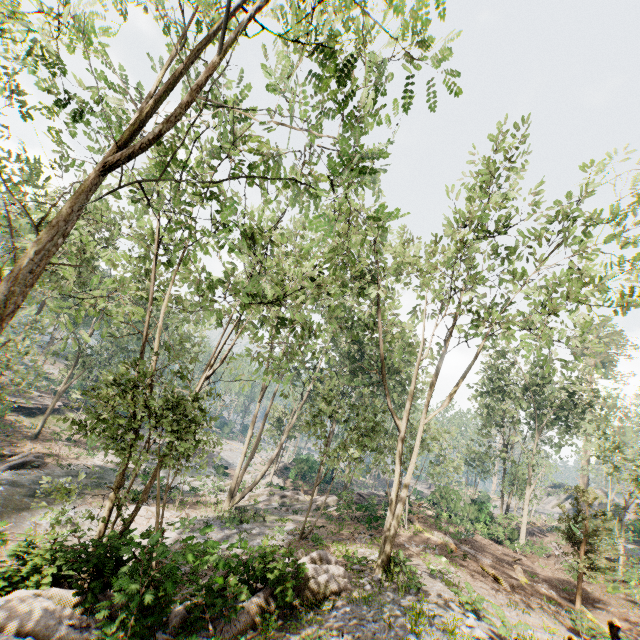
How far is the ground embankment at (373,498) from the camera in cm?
2615

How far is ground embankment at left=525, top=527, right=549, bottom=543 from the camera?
32.8 meters

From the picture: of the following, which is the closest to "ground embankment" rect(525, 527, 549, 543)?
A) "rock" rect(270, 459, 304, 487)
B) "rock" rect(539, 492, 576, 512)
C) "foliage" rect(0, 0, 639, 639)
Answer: "foliage" rect(0, 0, 639, 639)

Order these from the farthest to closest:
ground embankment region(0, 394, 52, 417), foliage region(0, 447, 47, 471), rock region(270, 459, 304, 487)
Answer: rock region(270, 459, 304, 487), ground embankment region(0, 394, 52, 417), foliage region(0, 447, 47, 471)

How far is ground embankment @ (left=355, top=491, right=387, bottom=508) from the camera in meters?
26.1

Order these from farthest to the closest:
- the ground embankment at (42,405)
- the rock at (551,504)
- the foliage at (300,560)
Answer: the rock at (551,504)
the ground embankment at (42,405)
the foliage at (300,560)

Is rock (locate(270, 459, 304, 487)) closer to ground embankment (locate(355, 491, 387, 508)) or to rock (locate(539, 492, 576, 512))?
ground embankment (locate(355, 491, 387, 508))

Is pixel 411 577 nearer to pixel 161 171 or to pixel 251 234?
pixel 251 234
